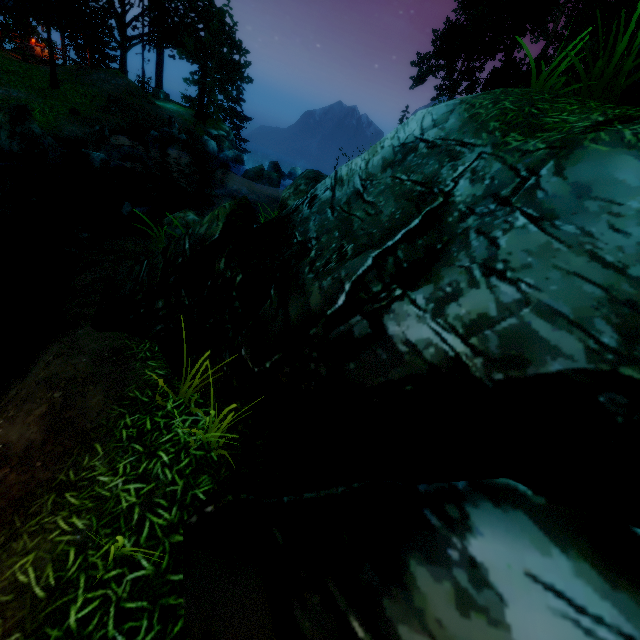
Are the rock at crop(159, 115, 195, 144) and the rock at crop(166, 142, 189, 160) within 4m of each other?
yes

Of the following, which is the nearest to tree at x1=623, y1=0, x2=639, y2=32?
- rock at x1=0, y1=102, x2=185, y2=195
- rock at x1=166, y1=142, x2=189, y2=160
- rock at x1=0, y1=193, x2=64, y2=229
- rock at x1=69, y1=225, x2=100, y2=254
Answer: rock at x1=0, y1=102, x2=185, y2=195

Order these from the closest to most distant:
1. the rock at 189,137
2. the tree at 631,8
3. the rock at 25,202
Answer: the rock at 25,202 < the tree at 631,8 < the rock at 189,137

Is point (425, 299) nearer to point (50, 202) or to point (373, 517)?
point (373, 517)

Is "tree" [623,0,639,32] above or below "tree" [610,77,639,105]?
above

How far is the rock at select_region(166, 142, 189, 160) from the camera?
21.94m

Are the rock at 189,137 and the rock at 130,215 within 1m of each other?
no

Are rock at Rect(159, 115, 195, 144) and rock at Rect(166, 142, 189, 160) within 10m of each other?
yes
